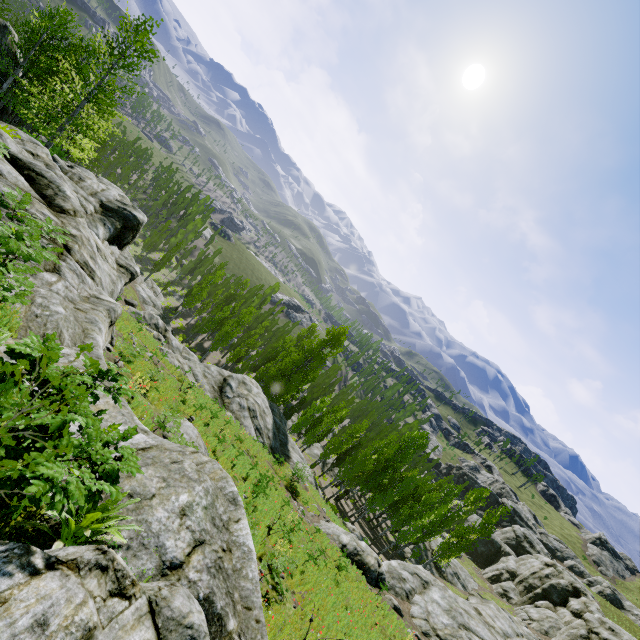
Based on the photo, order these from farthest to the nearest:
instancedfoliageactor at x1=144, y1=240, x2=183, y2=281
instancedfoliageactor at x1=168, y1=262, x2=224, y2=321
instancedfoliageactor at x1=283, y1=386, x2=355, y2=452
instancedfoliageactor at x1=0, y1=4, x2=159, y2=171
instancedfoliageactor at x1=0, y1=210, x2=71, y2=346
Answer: instancedfoliageactor at x1=144, y1=240, x2=183, y2=281
instancedfoliageactor at x1=168, y1=262, x2=224, y2=321
instancedfoliageactor at x1=283, y1=386, x2=355, y2=452
instancedfoliageactor at x1=0, y1=4, x2=159, y2=171
instancedfoliageactor at x1=0, y1=210, x2=71, y2=346

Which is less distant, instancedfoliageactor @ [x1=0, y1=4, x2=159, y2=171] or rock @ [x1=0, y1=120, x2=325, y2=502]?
rock @ [x1=0, y1=120, x2=325, y2=502]

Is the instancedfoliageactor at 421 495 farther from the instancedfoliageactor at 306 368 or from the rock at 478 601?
the rock at 478 601

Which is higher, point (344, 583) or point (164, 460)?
point (164, 460)

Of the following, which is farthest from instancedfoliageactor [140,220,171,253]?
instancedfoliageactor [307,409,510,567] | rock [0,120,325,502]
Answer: instancedfoliageactor [307,409,510,567]

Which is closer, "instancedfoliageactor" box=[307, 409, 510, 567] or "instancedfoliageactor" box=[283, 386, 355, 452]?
"instancedfoliageactor" box=[307, 409, 510, 567]

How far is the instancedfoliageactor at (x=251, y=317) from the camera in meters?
42.3
